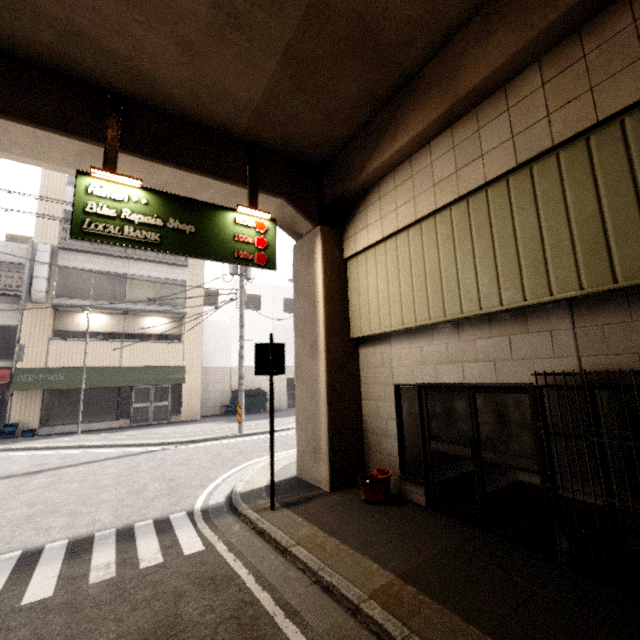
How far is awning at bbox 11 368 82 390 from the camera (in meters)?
14.09

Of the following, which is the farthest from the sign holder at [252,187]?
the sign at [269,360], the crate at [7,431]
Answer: the crate at [7,431]

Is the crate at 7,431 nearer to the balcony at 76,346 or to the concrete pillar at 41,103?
the balcony at 76,346

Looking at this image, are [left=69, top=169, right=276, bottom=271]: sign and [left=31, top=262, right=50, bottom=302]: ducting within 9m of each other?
no

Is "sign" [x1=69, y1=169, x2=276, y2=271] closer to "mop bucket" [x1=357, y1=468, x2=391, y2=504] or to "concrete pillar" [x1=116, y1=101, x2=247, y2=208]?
"concrete pillar" [x1=116, y1=101, x2=247, y2=208]

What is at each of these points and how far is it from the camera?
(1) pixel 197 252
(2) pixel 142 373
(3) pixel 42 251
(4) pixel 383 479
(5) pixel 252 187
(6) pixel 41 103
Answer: (1) sign, 5.6m
(2) awning, 16.8m
(3) ducting, 15.2m
(4) mop bucket, 5.5m
(5) sign holder, 6.5m
(6) concrete pillar, 4.9m

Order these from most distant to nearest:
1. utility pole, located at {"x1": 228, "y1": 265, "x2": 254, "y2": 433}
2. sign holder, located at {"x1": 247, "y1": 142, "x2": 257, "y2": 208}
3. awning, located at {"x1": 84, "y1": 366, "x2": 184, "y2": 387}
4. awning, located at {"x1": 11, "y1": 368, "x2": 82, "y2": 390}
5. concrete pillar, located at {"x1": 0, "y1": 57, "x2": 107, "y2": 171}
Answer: awning, located at {"x1": 84, "y1": 366, "x2": 184, "y2": 387}, awning, located at {"x1": 11, "y1": 368, "x2": 82, "y2": 390}, utility pole, located at {"x1": 228, "y1": 265, "x2": 254, "y2": 433}, sign holder, located at {"x1": 247, "y1": 142, "x2": 257, "y2": 208}, concrete pillar, located at {"x1": 0, "y1": 57, "x2": 107, "y2": 171}
